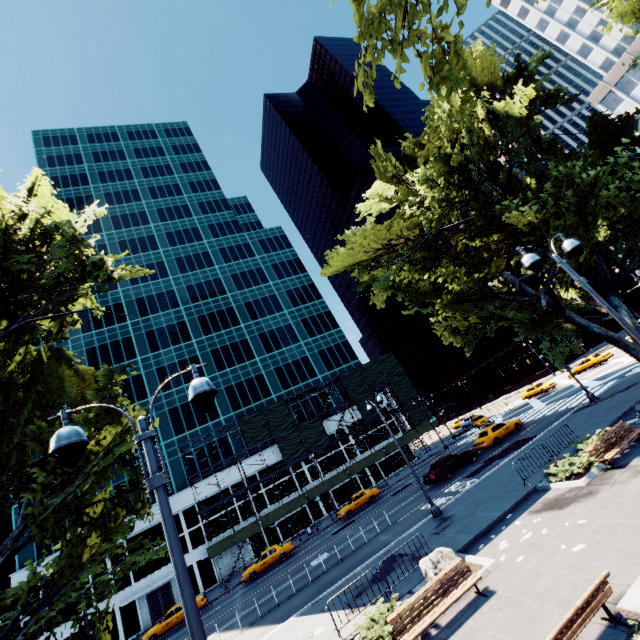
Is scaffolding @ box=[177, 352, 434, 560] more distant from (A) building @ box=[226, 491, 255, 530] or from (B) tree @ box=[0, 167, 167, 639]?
(B) tree @ box=[0, 167, 167, 639]

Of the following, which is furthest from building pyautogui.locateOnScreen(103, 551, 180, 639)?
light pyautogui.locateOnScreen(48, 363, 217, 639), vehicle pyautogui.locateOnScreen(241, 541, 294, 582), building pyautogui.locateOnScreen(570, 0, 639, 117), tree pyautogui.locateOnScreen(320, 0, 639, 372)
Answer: building pyautogui.locateOnScreen(570, 0, 639, 117)

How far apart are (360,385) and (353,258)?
29.61m

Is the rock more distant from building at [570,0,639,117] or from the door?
building at [570,0,639,117]

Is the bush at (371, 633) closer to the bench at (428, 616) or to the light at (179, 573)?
the bench at (428, 616)

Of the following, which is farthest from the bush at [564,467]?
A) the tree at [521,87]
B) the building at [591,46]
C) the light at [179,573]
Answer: the building at [591,46]

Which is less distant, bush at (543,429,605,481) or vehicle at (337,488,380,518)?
bush at (543,429,605,481)

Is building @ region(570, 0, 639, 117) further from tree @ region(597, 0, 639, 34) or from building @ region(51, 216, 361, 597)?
building @ region(51, 216, 361, 597)
